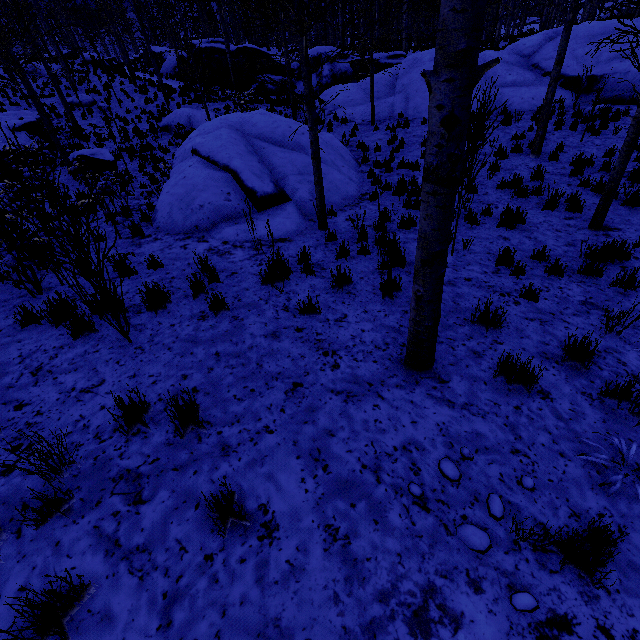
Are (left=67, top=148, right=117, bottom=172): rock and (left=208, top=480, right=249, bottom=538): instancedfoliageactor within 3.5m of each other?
no

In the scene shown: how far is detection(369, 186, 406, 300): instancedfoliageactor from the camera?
4.9 meters

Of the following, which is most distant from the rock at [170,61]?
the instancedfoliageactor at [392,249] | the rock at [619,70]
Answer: the instancedfoliageactor at [392,249]

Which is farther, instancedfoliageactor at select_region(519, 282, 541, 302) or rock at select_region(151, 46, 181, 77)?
rock at select_region(151, 46, 181, 77)

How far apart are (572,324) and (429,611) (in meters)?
4.02

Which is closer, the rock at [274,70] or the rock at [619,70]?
the rock at [619,70]

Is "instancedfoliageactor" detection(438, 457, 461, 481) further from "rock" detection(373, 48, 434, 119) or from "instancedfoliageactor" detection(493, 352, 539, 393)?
"rock" detection(373, 48, 434, 119)

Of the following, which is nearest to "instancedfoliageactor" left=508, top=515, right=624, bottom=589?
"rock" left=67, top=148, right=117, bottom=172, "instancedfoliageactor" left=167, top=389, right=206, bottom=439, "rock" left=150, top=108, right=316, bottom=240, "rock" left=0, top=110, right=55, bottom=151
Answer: "instancedfoliageactor" left=167, top=389, right=206, bottom=439
